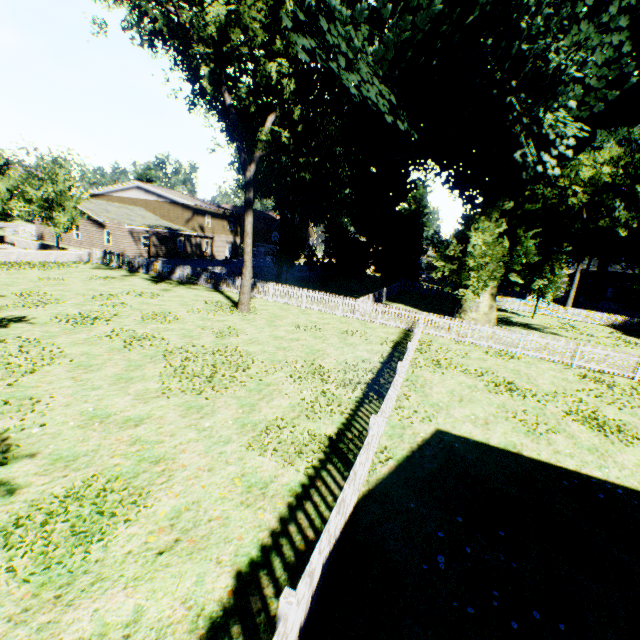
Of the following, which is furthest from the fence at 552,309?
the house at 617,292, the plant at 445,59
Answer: the house at 617,292

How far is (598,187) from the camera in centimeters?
4206cm

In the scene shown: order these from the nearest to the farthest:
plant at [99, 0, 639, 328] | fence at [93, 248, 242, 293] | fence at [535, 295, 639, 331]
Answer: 1. plant at [99, 0, 639, 328]
2. fence at [93, 248, 242, 293]
3. fence at [535, 295, 639, 331]

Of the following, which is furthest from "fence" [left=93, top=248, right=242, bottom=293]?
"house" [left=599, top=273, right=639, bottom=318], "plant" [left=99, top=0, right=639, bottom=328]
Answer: "house" [left=599, top=273, right=639, bottom=318]

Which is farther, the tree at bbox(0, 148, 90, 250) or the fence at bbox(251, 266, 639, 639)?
the tree at bbox(0, 148, 90, 250)

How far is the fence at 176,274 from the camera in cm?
2312

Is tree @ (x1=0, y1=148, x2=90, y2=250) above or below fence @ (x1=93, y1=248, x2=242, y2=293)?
above
